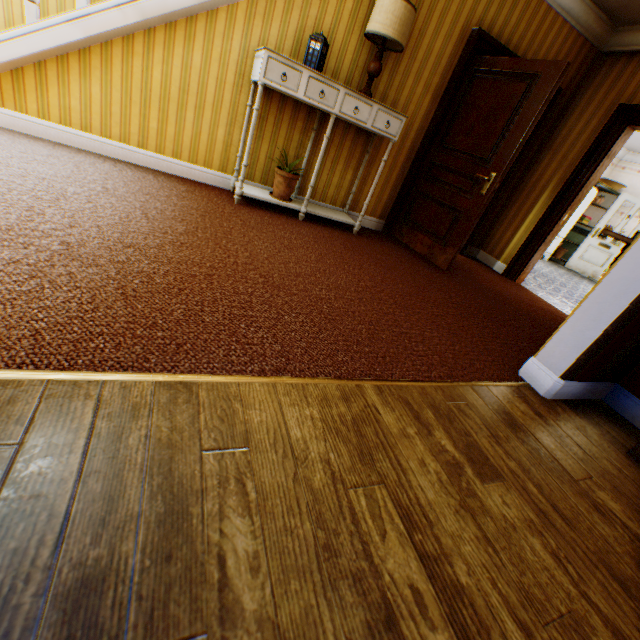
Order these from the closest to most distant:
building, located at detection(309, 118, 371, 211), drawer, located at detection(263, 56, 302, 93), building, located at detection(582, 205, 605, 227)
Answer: drawer, located at detection(263, 56, 302, 93) → building, located at detection(309, 118, 371, 211) → building, located at detection(582, 205, 605, 227)

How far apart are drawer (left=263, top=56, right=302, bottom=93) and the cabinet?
0.0m

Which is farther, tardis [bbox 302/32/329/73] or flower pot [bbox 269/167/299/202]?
flower pot [bbox 269/167/299/202]

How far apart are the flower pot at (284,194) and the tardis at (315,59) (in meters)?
0.93

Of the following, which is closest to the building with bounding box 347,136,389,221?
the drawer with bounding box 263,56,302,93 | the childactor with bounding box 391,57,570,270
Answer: the childactor with bounding box 391,57,570,270

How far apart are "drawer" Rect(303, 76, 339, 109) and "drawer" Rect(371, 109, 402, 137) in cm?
7

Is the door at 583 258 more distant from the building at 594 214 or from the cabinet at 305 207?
the cabinet at 305 207

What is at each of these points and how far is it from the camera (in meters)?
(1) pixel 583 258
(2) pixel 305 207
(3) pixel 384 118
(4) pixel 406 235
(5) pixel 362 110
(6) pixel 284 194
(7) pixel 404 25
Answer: (1) door, 8.91
(2) cabinet, 3.68
(3) drawer, 3.37
(4) childactor, 4.65
(5) drawer, 3.26
(6) flower pot, 3.65
(7) lamp, 2.99
